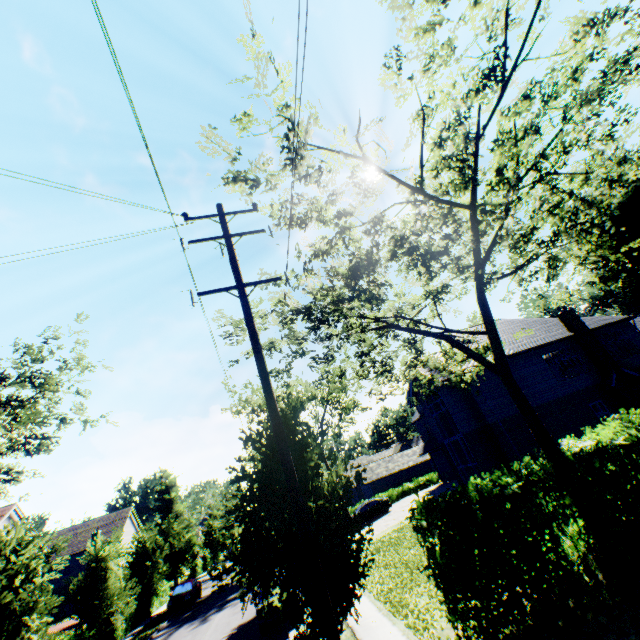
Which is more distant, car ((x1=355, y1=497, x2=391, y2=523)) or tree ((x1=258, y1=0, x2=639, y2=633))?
car ((x1=355, y1=497, x2=391, y2=523))

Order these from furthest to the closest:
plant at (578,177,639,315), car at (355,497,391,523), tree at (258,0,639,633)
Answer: plant at (578,177,639,315), car at (355,497,391,523), tree at (258,0,639,633)

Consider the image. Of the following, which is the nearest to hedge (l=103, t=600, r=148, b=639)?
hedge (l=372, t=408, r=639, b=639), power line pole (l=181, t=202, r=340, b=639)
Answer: hedge (l=372, t=408, r=639, b=639)

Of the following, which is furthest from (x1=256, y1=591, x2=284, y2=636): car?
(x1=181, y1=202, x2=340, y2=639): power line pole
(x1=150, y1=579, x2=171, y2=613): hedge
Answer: (x1=150, y1=579, x2=171, y2=613): hedge

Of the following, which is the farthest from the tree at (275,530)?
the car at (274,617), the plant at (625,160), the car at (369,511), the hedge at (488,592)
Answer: the car at (369,511)

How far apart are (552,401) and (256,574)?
20.9m

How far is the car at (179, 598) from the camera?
25.0 meters

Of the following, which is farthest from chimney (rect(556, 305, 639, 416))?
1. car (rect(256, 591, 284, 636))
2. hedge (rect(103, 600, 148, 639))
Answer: hedge (rect(103, 600, 148, 639))
